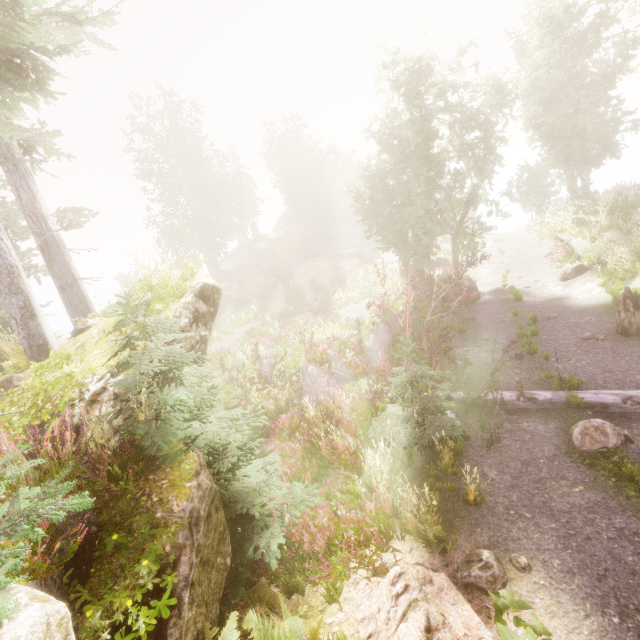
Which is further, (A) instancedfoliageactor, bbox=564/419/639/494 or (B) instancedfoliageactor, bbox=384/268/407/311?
(B) instancedfoliageactor, bbox=384/268/407/311

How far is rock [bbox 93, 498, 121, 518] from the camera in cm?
401

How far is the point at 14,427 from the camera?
4.3 meters

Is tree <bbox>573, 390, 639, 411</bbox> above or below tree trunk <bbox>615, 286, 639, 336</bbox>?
below

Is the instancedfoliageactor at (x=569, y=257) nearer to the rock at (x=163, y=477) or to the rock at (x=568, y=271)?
the rock at (x=163, y=477)

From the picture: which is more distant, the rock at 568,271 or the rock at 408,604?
the rock at 568,271

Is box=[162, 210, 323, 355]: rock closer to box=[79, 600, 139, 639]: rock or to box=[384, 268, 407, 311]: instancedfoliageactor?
box=[384, 268, 407, 311]: instancedfoliageactor

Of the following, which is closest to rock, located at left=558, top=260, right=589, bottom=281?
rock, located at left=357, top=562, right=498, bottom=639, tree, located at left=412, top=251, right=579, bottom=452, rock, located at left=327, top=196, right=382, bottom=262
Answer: tree, located at left=412, top=251, right=579, bottom=452
